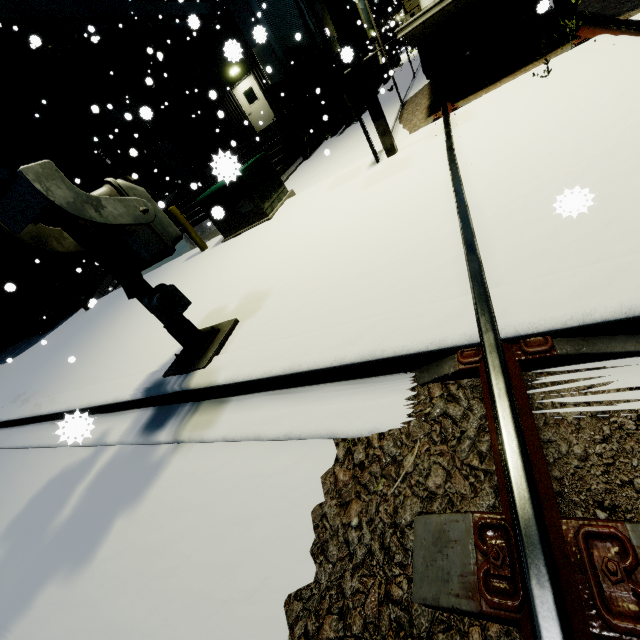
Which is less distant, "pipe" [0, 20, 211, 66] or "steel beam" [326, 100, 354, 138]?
"steel beam" [326, 100, 354, 138]

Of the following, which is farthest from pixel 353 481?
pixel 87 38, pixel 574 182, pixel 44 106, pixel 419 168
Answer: pixel 87 38

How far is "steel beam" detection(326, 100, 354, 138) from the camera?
11.67m

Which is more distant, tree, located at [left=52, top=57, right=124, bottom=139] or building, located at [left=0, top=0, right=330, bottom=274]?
tree, located at [left=52, top=57, right=124, bottom=139]

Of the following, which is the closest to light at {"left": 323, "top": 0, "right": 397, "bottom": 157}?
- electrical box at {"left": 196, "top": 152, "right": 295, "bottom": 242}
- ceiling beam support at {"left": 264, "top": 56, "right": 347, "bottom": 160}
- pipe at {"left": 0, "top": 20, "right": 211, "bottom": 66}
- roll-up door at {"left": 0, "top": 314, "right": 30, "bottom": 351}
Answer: electrical box at {"left": 196, "top": 152, "right": 295, "bottom": 242}

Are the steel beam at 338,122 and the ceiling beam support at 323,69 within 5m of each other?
yes

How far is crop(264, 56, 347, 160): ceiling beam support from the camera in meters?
11.1 m

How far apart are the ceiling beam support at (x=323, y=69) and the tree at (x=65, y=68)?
10.04m
